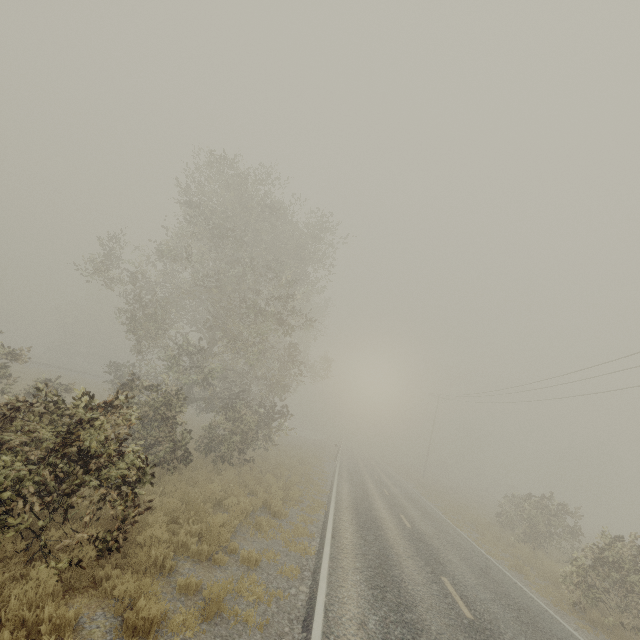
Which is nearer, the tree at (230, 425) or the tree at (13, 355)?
the tree at (230, 425)

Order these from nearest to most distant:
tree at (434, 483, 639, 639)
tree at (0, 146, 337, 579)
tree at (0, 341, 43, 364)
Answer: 1. tree at (0, 146, 337, 579)
2. tree at (434, 483, 639, 639)
3. tree at (0, 341, 43, 364)

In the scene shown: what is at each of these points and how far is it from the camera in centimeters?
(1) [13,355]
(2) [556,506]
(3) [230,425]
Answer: (1) tree, 1252cm
(2) tree, 5991cm
(3) tree, 1639cm

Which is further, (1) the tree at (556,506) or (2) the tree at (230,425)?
(1) the tree at (556,506)

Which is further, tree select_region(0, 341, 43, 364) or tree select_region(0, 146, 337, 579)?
tree select_region(0, 341, 43, 364)

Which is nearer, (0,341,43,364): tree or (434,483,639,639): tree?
(434,483,639,639): tree
